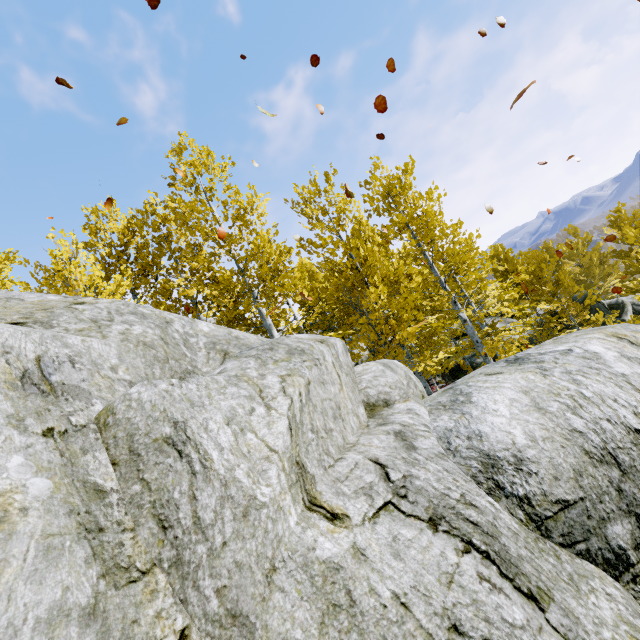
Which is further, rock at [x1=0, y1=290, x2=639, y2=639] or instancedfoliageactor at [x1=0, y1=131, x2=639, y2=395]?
instancedfoliageactor at [x1=0, y1=131, x2=639, y2=395]

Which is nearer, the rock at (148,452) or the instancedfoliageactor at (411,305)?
the rock at (148,452)

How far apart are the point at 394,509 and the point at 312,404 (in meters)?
0.82
